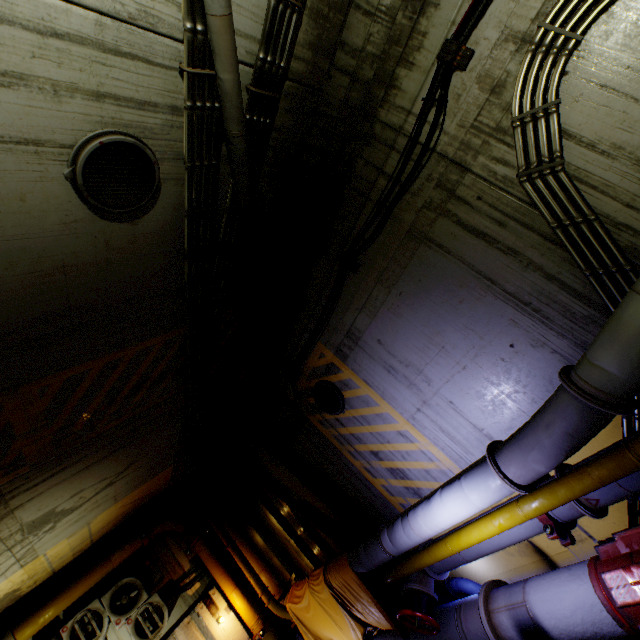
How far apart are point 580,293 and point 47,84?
5.57m

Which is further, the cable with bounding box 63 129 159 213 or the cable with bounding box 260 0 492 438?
the cable with bounding box 260 0 492 438

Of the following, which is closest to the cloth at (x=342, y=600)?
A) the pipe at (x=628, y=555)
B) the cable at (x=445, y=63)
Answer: the pipe at (x=628, y=555)

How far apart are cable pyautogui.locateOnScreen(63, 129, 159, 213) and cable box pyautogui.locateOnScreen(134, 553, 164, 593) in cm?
1003

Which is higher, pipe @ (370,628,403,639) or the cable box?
the cable box

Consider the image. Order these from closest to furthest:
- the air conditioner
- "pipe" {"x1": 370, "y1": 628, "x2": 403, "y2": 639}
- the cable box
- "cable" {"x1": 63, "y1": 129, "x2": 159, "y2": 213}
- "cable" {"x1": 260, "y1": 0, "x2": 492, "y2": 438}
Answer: "cable" {"x1": 63, "y1": 129, "x2": 159, "y2": 213}, "cable" {"x1": 260, "y1": 0, "x2": 492, "y2": 438}, "pipe" {"x1": 370, "y1": 628, "x2": 403, "y2": 639}, the air conditioner, the cable box

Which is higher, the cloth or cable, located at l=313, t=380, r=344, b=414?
cable, located at l=313, t=380, r=344, b=414

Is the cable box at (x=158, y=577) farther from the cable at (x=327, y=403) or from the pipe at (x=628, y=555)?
the cable at (x=327, y=403)
